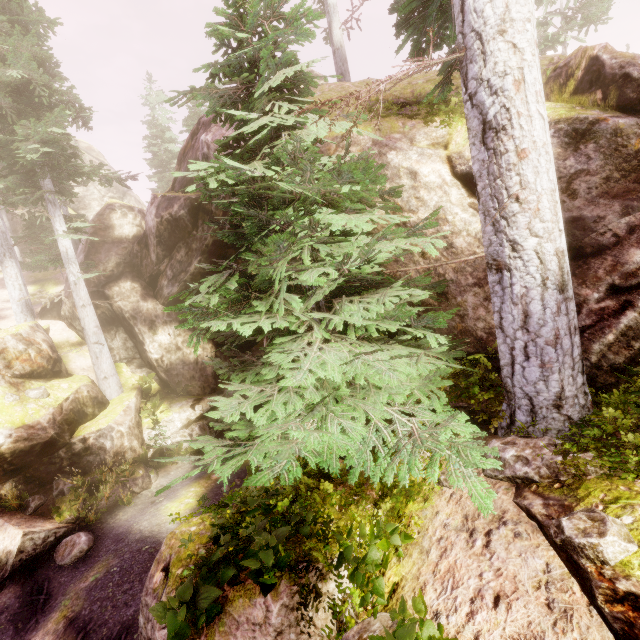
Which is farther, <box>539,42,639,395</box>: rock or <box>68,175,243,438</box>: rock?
<box>68,175,243,438</box>: rock

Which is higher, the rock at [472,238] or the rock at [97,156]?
the rock at [97,156]

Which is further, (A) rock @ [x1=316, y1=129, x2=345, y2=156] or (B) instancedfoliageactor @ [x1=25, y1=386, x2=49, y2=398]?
(B) instancedfoliageactor @ [x1=25, y1=386, x2=49, y2=398]

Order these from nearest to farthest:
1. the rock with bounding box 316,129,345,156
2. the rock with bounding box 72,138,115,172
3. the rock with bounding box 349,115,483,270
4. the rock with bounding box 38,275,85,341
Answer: the rock with bounding box 349,115,483,270
the rock with bounding box 316,129,345,156
the rock with bounding box 38,275,85,341
the rock with bounding box 72,138,115,172

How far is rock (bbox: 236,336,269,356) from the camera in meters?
20.9 m

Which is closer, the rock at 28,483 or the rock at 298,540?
the rock at 298,540

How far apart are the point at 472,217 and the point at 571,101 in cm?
247
